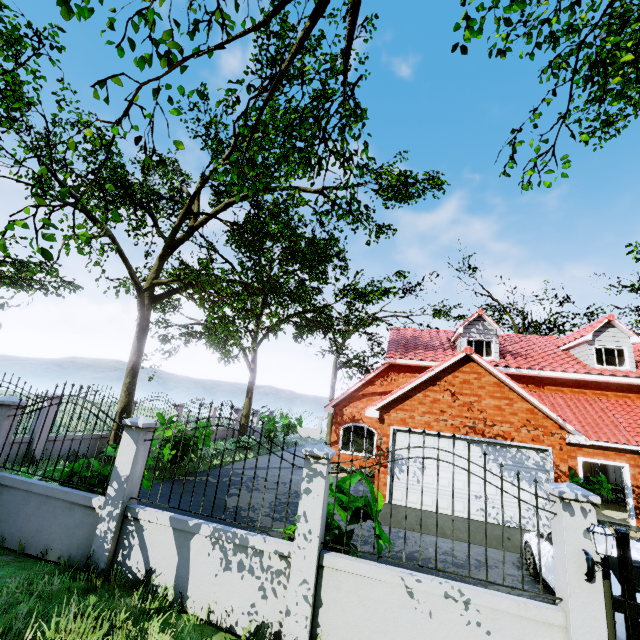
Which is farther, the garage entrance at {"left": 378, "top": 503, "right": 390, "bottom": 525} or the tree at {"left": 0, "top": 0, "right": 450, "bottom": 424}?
the garage entrance at {"left": 378, "top": 503, "right": 390, "bottom": 525}

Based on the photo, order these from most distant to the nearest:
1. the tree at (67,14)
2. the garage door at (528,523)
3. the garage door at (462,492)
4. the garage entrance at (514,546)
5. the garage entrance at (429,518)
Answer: the garage door at (462,492) < the garage door at (528,523) < the garage entrance at (429,518) < the garage entrance at (514,546) < the tree at (67,14)

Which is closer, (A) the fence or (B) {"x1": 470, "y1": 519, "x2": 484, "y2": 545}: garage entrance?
(A) the fence

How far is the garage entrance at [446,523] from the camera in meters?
9.5 m

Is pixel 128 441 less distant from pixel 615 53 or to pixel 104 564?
pixel 104 564

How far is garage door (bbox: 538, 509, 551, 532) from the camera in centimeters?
998cm

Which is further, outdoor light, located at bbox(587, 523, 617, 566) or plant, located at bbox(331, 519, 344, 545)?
plant, located at bbox(331, 519, 344, 545)
